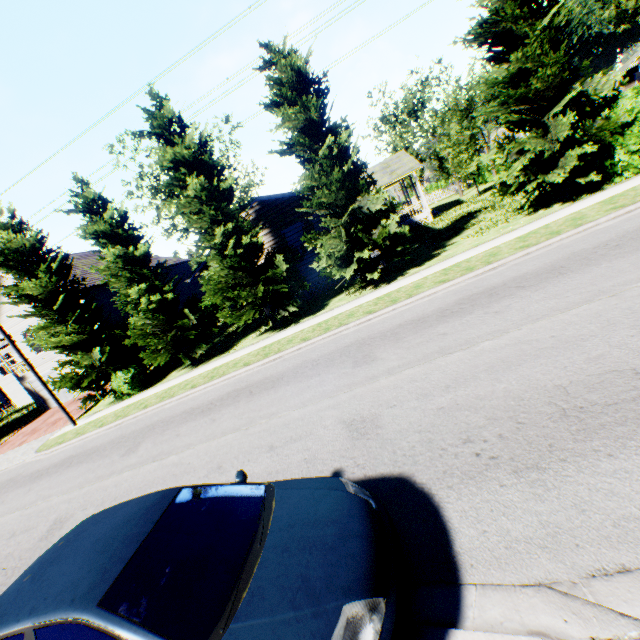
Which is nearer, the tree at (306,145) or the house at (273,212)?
the tree at (306,145)

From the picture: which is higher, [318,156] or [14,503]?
[318,156]

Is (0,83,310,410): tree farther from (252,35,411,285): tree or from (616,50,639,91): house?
(616,50,639,91): house

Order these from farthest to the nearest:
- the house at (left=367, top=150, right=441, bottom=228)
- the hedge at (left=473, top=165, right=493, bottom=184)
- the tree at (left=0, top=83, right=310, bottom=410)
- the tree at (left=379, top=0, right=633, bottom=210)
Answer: the hedge at (left=473, top=165, right=493, bottom=184)
the house at (left=367, top=150, right=441, bottom=228)
the tree at (left=0, top=83, right=310, bottom=410)
the tree at (left=379, top=0, right=633, bottom=210)

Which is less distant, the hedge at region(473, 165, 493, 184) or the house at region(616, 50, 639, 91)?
the hedge at region(473, 165, 493, 184)

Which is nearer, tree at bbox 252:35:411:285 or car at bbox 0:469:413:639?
car at bbox 0:469:413:639

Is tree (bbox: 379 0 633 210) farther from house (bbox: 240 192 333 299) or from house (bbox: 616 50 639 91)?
house (bbox: 616 50 639 91)

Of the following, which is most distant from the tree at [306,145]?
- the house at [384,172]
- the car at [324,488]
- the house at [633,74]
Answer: the house at [633,74]
